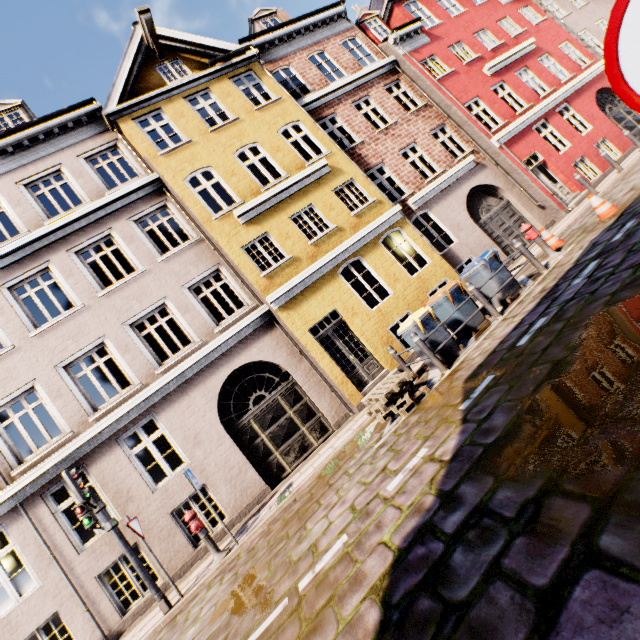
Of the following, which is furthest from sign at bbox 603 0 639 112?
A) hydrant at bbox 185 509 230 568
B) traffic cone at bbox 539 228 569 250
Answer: traffic cone at bbox 539 228 569 250

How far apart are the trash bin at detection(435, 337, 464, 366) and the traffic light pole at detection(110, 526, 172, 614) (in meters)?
7.32

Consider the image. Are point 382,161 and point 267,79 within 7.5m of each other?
yes

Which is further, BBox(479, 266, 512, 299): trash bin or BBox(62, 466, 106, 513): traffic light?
BBox(479, 266, 512, 299): trash bin

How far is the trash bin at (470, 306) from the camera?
7.94m

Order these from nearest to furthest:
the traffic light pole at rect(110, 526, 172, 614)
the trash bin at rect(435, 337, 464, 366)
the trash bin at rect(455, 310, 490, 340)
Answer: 1. the traffic light pole at rect(110, 526, 172, 614)
2. the trash bin at rect(435, 337, 464, 366)
3. the trash bin at rect(455, 310, 490, 340)

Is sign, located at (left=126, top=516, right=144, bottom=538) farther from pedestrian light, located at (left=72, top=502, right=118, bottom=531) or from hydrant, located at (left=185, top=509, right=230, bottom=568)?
hydrant, located at (left=185, top=509, right=230, bottom=568)

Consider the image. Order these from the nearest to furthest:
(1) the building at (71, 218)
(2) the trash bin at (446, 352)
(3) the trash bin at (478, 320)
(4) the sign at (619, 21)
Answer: (4) the sign at (619, 21)
(2) the trash bin at (446, 352)
(3) the trash bin at (478, 320)
(1) the building at (71, 218)
